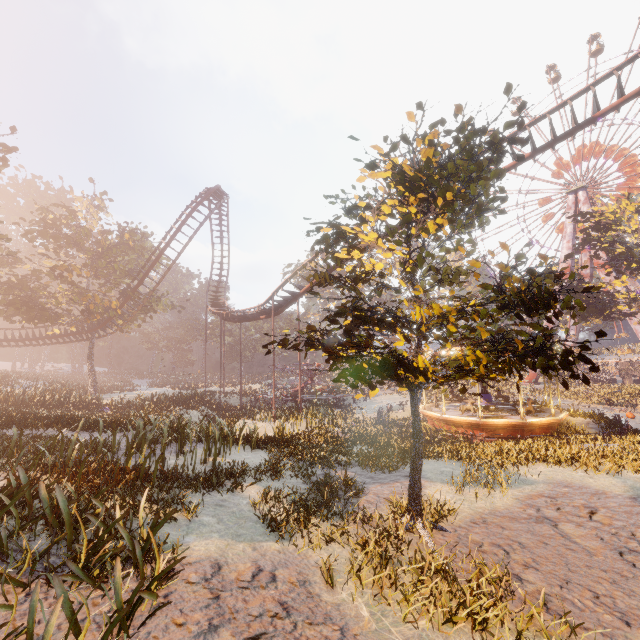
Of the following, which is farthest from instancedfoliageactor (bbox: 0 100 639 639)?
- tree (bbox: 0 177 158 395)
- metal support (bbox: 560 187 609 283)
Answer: tree (bbox: 0 177 158 395)

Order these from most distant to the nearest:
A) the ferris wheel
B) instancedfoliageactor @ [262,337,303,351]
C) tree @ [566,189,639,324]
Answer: the ferris wheel
tree @ [566,189,639,324]
instancedfoliageactor @ [262,337,303,351]

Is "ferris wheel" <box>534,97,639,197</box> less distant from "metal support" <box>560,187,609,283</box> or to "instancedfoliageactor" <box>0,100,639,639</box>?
"metal support" <box>560,187,609,283</box>

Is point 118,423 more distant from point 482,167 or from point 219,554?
point 482,167

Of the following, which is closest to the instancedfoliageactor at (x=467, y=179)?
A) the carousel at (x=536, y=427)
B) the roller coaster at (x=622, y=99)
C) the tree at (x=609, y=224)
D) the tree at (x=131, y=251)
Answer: the carousel at (x=536, y=427)

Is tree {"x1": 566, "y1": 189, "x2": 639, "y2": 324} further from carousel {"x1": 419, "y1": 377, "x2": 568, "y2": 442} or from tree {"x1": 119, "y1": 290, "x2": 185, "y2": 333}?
tree {"x1": 119, "y1": 290, "x2": 185, "y2": 333}

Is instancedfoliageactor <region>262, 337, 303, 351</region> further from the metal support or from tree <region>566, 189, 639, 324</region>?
the metal support

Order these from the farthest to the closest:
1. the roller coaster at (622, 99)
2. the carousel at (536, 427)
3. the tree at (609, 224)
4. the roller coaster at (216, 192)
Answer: the tree at (609, 224), the roller coaster at (216, 192), the carousel at (536, 427), the roller coaster at (622, 99)
